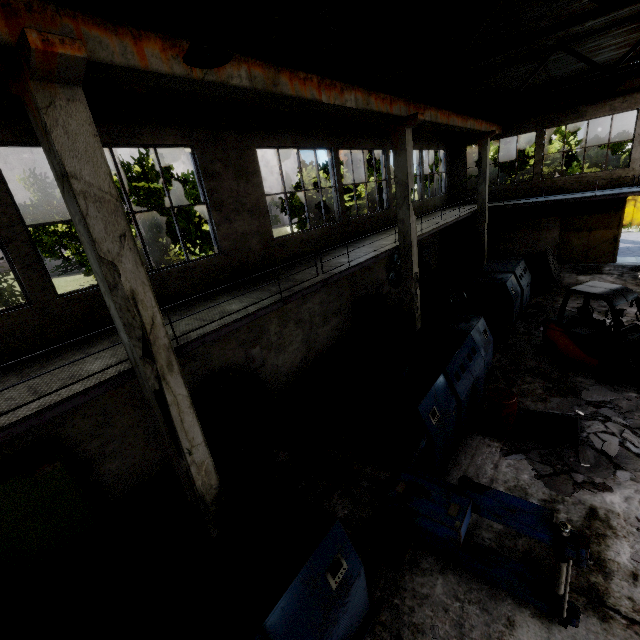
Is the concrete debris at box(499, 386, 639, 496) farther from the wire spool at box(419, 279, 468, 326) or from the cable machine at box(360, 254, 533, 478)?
the wire spool at box(419, 279, 468, 326)

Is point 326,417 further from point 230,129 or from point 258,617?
point 230,129

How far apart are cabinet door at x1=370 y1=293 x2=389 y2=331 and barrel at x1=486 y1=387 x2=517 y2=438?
6.7 meters

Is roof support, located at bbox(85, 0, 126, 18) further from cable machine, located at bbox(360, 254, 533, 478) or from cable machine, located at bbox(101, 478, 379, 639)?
cable machine, located at bbox(360, 254, 533, 478)

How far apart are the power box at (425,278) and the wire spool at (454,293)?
4.2m

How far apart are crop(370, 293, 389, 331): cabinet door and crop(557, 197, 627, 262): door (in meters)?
13.20

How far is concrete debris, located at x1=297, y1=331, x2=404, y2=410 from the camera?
10.1 meters

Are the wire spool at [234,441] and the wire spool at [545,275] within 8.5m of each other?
no
